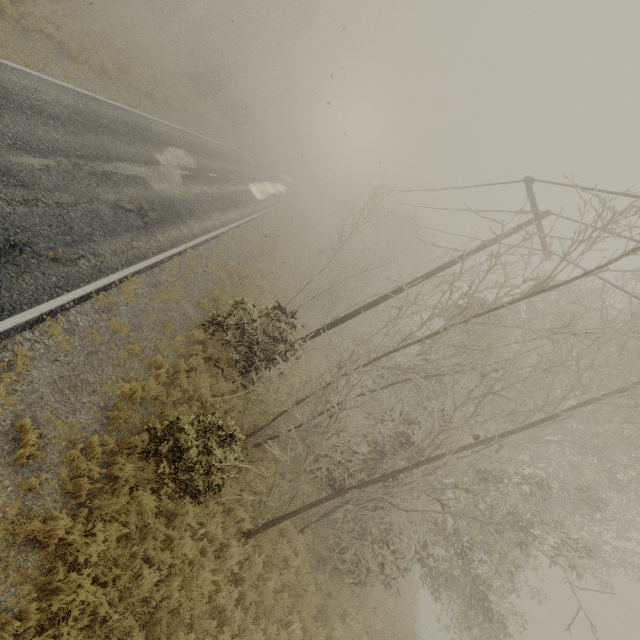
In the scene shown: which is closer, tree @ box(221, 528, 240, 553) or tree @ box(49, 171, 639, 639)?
tree @ box(49, 171, 639, 639)

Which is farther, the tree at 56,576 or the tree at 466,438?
the tree at 466,438

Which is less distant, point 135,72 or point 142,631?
point 142,631

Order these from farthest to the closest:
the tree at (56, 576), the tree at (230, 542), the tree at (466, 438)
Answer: the tree at (230, 542), the tree at (466, 438), the tree at (56, 576)

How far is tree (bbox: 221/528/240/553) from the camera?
7.9 meters

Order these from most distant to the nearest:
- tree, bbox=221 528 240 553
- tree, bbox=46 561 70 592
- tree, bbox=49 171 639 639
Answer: tree, bbox=221 528 240 553
tree, bbox=49 171 639 639
tree, bbox=46 561 70 592
